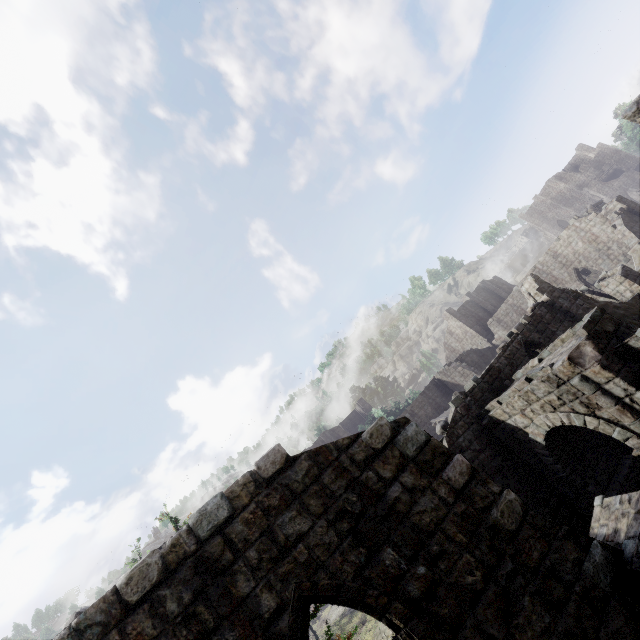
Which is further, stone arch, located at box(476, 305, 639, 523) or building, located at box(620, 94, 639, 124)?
stone arch, located at box(476, 305, 639, 523)

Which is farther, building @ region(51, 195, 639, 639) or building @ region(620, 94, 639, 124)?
building @ region(620, 94, 639, 124)

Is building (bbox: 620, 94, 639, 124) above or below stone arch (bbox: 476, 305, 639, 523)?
above

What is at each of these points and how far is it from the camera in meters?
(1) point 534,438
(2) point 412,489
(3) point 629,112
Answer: (1) stone arch, 11.1
(2) building, 5.6
(3) building, 6.1

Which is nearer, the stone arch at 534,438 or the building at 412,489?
the building at 412,489

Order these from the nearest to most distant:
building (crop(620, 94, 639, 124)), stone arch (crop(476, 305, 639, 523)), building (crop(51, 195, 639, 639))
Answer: building (crop(51, 195, 639, 639)) → building (crop(620, 94, 639, 124)) → stone arch (crop(476, 305, 639, 523))

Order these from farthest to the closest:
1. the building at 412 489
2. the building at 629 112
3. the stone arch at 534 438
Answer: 1. the stone arch at 534 438
2. the building at 629 112
3. the building at 412 489
